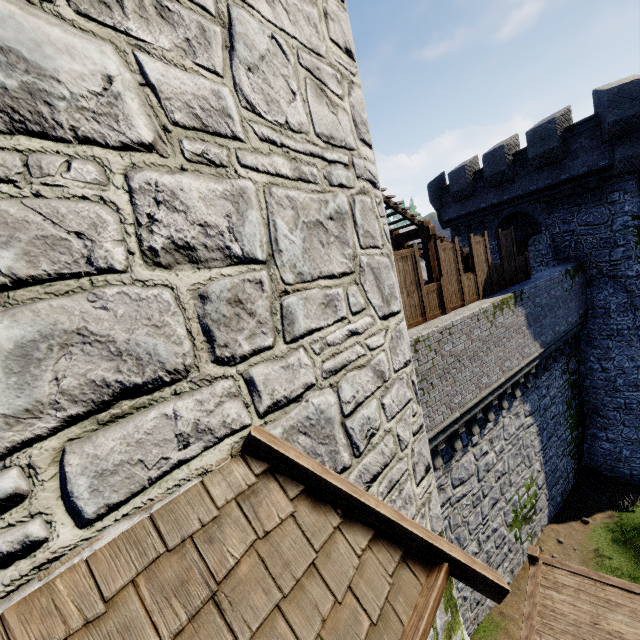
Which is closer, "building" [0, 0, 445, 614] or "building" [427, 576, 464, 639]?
"building" [0, 0, 445, 614]

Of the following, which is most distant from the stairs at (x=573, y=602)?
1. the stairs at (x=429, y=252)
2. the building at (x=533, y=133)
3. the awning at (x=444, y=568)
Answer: the building at (x=533, y=133)

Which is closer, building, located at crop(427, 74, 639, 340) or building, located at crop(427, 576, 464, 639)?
building, located at crop(427, 576, 464, 639)

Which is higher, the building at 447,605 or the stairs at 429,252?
the stairs at 429,252

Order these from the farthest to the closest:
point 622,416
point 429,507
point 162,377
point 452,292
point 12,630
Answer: point 622,416 → point 452,292 → point 429,507 → point 162,377 → point 12,630

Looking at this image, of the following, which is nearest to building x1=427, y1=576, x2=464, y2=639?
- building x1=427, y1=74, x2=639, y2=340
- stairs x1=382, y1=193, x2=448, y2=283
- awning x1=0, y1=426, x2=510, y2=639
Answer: awning x1=0, y1=426, x2=510, y2=639

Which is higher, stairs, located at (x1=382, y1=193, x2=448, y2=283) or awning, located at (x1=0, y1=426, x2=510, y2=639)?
stairs, located at (x1=382, y1=193, x2=448, y2=283)
